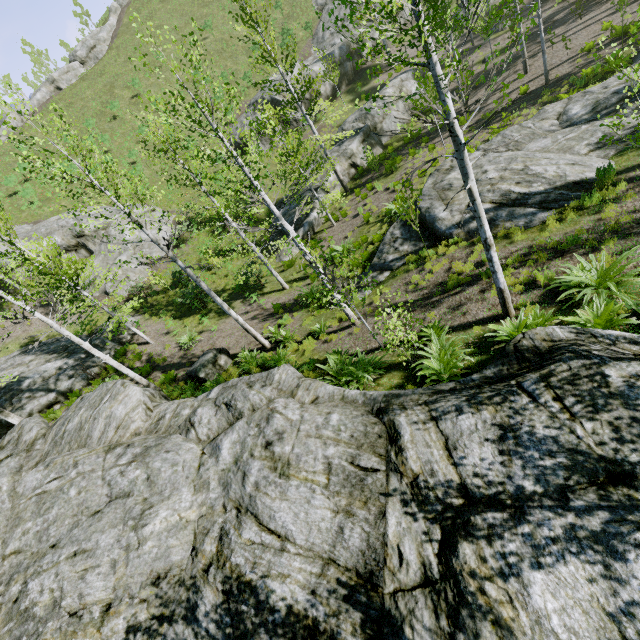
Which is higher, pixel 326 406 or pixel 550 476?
pixel 326 406

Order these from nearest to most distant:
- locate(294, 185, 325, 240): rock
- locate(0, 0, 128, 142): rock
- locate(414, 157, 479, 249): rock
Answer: locate(414, 157, 479, 249): rock < locate(294, 185, 325, 240): rock < locate(0, 0, 128, 142): rock

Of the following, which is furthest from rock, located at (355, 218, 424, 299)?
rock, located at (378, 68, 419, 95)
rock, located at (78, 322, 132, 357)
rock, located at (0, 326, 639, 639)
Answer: rock, located at (78, 322, 132, 357)

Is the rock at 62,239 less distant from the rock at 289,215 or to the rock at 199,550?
the rock at 289,215

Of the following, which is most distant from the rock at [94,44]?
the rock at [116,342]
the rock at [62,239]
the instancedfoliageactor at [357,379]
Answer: the rock at [116,342]

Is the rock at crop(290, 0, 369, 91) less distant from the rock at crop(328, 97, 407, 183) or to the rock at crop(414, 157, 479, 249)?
the rock at crop(328, 97, 407, 183)

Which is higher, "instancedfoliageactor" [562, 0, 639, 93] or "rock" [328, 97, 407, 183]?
"rock" [328, 97, 407, 183]
